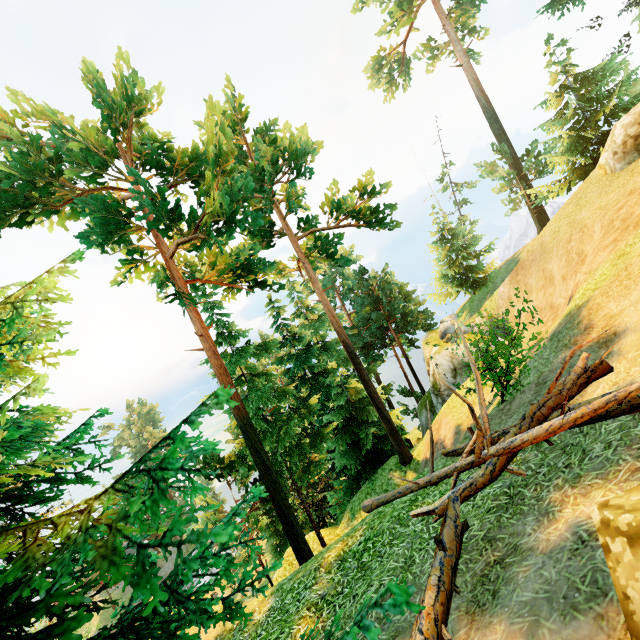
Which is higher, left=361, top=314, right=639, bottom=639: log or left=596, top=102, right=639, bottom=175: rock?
left=596, top=102, right=639, bottom=175: rock

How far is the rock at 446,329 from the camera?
25.6 meters

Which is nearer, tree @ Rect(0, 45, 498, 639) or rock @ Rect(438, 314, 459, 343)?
tree @ Rect(0, 45, 498, 639)

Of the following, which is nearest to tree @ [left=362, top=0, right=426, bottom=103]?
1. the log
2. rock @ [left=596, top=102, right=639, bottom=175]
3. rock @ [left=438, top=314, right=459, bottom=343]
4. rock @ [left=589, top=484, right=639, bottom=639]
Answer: the log

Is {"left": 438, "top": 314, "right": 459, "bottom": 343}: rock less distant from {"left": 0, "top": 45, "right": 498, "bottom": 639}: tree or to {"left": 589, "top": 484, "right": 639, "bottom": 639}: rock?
{"left": 0, "top": 45, "right": 498, "bottom": 639}: tree

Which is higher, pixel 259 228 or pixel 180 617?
pixel 259 228

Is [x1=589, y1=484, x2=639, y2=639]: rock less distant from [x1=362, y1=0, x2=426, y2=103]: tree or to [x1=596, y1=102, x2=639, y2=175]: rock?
[x1=362, y1=0, x2=426, y2=103]: tree

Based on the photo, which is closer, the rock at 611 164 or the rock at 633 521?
the rock at 633 521
